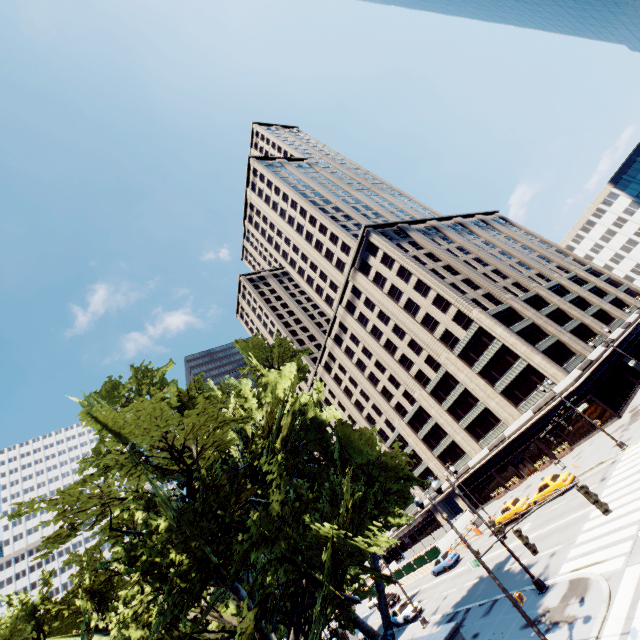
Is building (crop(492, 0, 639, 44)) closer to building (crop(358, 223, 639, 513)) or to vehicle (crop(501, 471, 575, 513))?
building (crop(358, 223, 639, 513))

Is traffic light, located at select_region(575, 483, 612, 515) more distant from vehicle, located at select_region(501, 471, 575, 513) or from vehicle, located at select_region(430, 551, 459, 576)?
vehicle, located at select_region(430, 551, 459, 576)

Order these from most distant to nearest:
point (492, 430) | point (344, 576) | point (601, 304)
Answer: point (601, 304) < point (492, 430) < point (344, 576)

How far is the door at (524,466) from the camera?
45.0 meters

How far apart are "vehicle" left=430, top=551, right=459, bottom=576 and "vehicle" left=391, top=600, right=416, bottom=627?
6.2m

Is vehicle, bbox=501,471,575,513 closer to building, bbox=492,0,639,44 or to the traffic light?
the traffic light

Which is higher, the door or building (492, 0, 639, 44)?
building (492, 0, 639, 44)

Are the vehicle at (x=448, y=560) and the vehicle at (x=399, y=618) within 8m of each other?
yes
